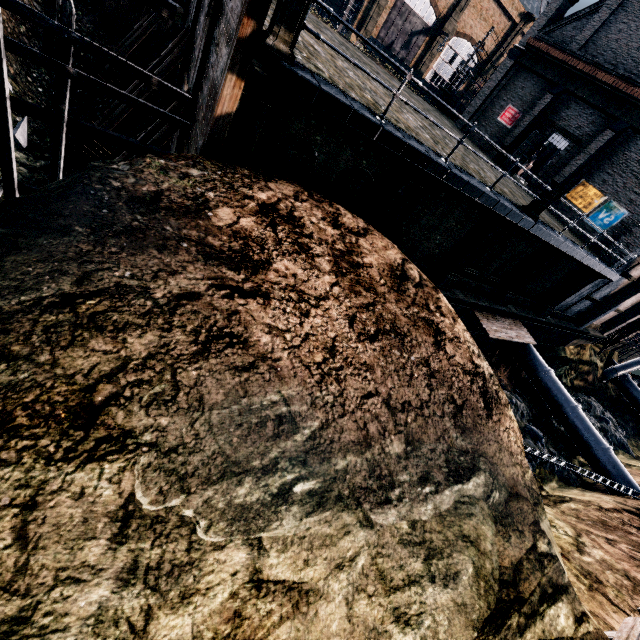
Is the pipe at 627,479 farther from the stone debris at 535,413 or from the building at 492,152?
the building at 492,152

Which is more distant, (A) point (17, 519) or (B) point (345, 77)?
(B) point (345, 77)

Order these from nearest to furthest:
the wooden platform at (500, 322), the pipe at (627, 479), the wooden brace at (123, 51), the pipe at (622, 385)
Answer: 1. the wooden brace at (123, 51)
2. the wooden platform at (500, 322)
3. the pipe at (627, 479)
4. the pipe at (622, 385)

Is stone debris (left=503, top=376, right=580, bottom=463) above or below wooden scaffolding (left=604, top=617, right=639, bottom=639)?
below

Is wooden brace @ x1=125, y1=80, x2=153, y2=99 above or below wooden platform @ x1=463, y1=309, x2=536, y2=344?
below

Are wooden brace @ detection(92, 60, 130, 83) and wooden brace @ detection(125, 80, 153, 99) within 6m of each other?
yes

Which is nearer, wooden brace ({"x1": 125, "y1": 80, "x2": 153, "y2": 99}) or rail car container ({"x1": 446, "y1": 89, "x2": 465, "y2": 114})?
wooden brace ({"x1": 125, "y1": 80, "x2": 153, "y2": 99})

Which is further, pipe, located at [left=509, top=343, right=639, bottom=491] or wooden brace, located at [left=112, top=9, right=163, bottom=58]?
pipe, located at [left=509, top=343, right=639, bottom=491]
